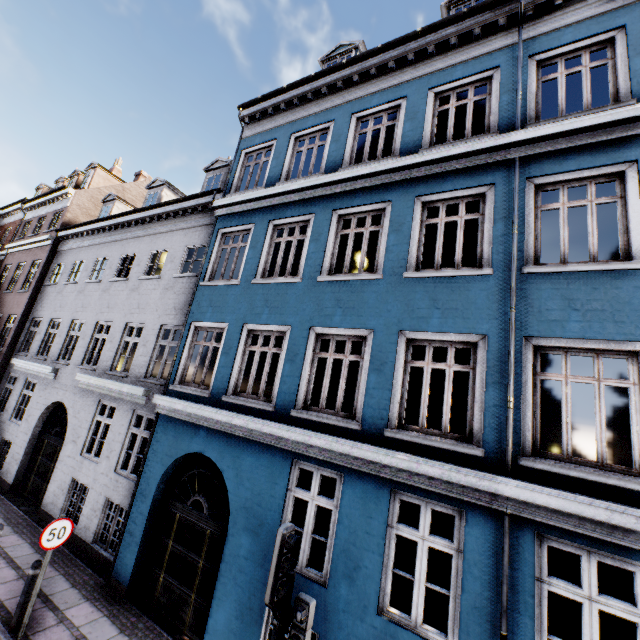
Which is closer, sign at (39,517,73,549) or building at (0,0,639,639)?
building at (0,0,639,639)

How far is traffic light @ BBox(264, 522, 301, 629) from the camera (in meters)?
3.47

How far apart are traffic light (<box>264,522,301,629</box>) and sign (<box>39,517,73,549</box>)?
5.1m

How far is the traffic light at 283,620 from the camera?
3.5m

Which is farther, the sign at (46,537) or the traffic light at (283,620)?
the sign at (46,537)

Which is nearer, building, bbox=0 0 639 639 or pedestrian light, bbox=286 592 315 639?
pedestrian light, bbox=286 592 315 639

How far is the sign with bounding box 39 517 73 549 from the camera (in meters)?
6.00

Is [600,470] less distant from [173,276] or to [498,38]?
[498,38]
